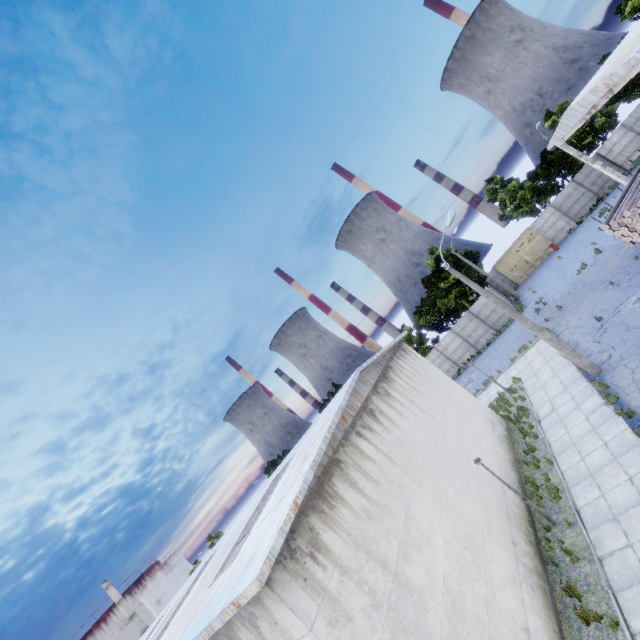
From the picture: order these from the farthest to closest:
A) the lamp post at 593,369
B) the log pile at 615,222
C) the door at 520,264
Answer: the door at 520,264 < the log pile at 615,222 < the lamp post at 593,369

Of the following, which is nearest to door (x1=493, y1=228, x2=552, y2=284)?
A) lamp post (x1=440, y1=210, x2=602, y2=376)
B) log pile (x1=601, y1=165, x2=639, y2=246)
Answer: log pile (x1=601, y1=165, x2=639, y2=246)

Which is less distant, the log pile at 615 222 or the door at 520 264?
the log pile at 615 222

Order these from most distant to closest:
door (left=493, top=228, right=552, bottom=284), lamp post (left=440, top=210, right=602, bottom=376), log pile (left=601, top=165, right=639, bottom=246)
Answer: door (left=493, top=228, right=552, bottom=284) → log pile (left=601, top=165, right=639, bottom=246) → lamp post (left=440, top=210, right=602, bottom=376)

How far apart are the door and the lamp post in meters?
26.8 m

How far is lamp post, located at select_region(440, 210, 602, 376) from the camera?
15.4m

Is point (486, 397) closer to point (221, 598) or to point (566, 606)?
point (566, 606)

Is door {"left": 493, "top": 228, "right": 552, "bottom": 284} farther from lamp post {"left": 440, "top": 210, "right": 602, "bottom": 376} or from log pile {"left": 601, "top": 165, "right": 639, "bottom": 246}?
lamp post {"left": 440, "top": 210, "right": 602, "bottom": 376}
